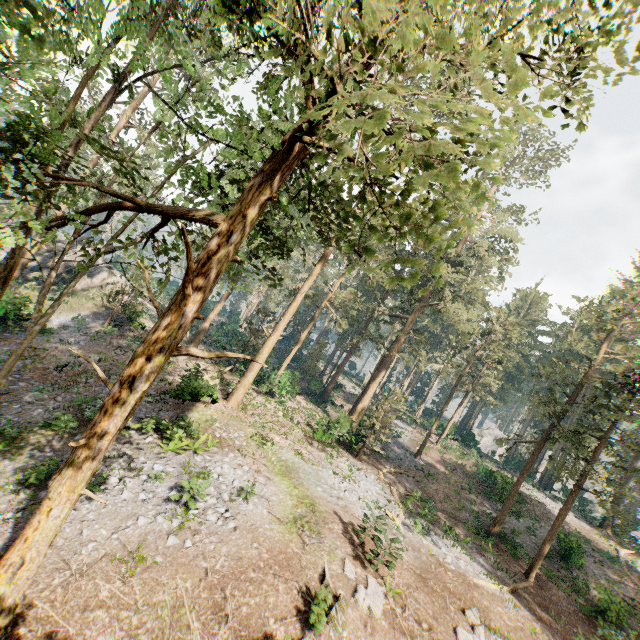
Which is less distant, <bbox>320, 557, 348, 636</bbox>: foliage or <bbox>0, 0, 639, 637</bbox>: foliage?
<bbox>0, 0, 639, 637</bbox>: foliage

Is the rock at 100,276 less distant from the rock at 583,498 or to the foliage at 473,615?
the foliage at 473,615

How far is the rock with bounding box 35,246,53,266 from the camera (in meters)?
36.84

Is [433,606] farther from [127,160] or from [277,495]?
[127,160]

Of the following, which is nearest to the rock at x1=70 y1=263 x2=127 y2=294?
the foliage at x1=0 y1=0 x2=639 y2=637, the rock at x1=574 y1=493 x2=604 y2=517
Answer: the foliage at x1=0 y1=0 x2=639 y2=637

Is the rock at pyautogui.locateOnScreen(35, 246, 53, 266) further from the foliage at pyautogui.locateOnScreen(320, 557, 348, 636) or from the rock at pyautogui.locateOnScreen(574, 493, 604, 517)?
the rock at pyautogui.locateOnScreen(574, 493, 604, 517)

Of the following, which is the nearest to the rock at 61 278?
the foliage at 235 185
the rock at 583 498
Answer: the foliage at 235 185

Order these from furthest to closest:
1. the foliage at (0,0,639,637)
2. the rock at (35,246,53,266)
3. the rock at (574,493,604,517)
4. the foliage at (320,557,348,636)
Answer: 1. the rock at (574,493,604,517)
2. the rock at (35,246,53,266)
3. the foliage at (320,557,348,636)
4. the foliage at (0,0,639,637)
